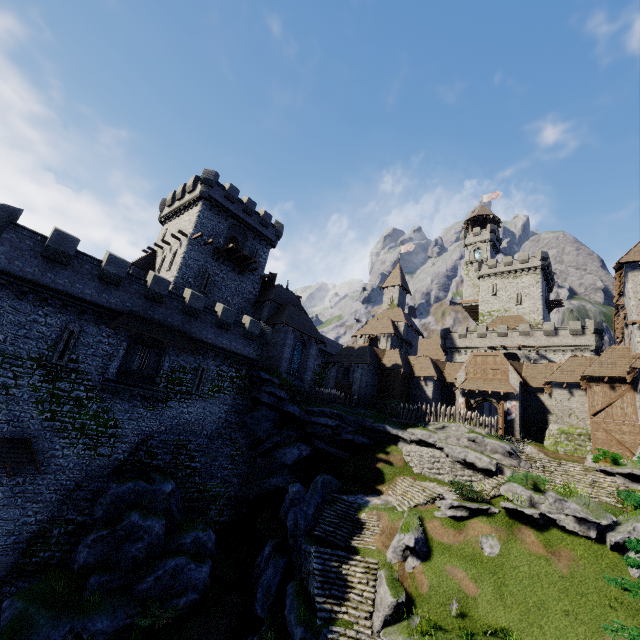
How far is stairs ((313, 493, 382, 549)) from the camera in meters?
21.2 m

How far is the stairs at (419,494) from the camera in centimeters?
2297cm

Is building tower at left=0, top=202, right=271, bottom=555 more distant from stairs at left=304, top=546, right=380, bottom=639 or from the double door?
the double door

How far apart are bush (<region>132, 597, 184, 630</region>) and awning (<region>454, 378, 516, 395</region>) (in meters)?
31.19

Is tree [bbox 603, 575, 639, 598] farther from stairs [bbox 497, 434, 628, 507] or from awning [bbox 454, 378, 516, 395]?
awning [bbox 454, 378, 516, 395]

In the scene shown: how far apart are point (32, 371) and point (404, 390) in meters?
35.2 m

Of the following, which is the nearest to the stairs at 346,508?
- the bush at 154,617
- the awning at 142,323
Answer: the bush at 154,617

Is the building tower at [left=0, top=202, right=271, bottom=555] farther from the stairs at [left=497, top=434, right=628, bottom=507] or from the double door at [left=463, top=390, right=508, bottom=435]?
the double door at [left=463, top=390, right=508, bottom=435]
